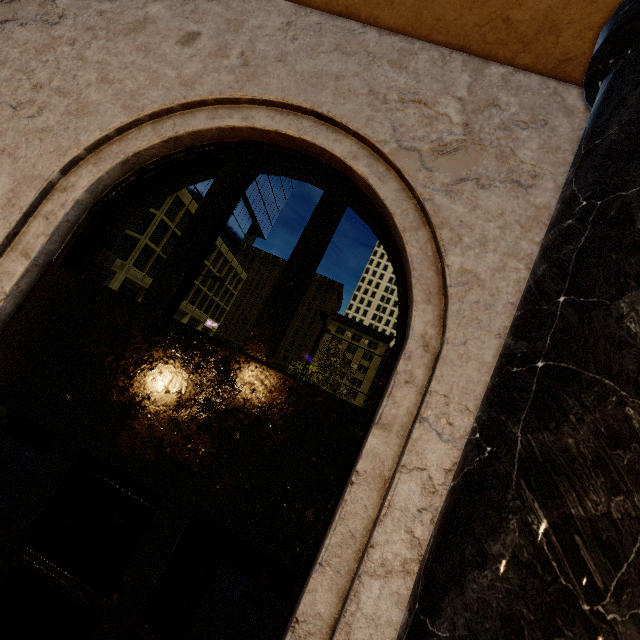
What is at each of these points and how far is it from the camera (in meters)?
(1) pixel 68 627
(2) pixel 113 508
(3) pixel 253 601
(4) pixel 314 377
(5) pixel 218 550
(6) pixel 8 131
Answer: (1) phone booth, 2.22
(2) phone booth, 2.38
(3) metal bar, 6.00
(4) tree, 23.05
(5) phone booth, 3.32
(6) building, 2.44

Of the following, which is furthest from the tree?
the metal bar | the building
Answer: the metal bar

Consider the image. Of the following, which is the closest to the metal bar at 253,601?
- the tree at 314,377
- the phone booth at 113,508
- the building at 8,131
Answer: the phone booth at 113,508

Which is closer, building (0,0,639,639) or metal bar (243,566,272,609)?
building (0,0,639,639)

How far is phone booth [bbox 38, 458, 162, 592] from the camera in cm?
231

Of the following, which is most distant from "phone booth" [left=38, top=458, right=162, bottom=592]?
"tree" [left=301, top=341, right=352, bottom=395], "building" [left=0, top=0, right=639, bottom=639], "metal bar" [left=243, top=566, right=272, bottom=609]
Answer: "tree" [left=301, top=341, right=352, bottom=395]

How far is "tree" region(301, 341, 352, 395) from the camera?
23.2 meters

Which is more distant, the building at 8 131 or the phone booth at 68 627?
the phone booth at 68 627
